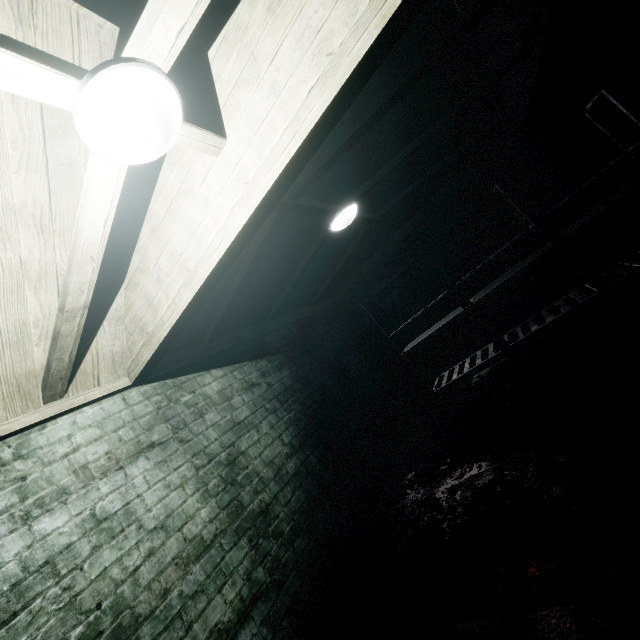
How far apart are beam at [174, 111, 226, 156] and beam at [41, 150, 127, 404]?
0.2 meters

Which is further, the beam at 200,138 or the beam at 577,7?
the beam at 577,7

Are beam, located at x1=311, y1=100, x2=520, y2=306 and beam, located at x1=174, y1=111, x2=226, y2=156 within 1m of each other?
no

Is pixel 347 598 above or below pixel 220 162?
below

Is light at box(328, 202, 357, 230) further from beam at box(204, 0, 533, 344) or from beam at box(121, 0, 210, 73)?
beam at box(121, 0, 210, 73)

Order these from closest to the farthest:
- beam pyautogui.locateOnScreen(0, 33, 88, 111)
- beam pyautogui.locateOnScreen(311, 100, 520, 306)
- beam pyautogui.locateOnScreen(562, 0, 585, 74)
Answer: beam pyautogui.locateOnScreen(0, 33, 88, 111)
beam pyautogui.locateOnScreen(562, 0, 585, 74)
beam pyautogui.locateOnScreen(311, 100, 520, 306)

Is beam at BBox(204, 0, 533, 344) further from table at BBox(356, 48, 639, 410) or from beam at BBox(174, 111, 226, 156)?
table at BBox(356, 48, 639, 410)

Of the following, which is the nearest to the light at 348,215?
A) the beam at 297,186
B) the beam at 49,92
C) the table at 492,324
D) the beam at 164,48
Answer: the beam at 297,186
